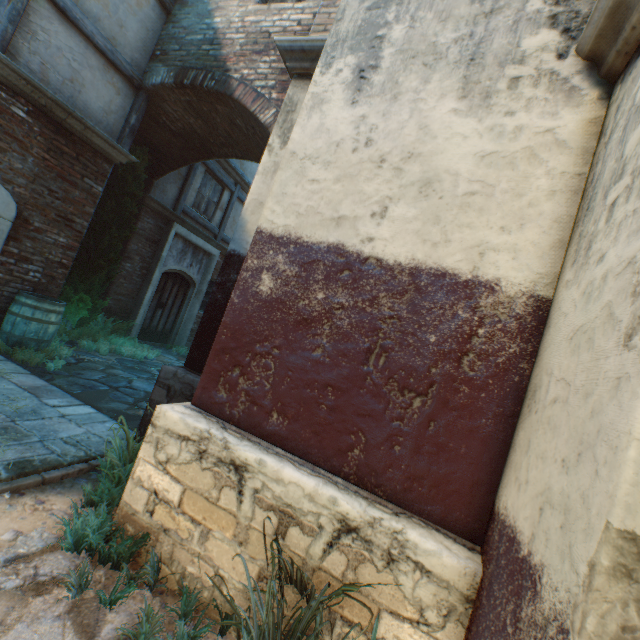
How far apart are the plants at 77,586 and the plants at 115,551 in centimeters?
38cm

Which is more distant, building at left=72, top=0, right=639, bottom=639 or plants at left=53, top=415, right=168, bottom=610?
plants at left=53, top=415, right=168, bottom=610

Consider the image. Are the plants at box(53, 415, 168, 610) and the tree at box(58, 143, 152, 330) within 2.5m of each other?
no

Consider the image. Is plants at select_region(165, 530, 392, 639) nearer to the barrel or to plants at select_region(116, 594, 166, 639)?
plants at select_region(116, 594, 166, 639)

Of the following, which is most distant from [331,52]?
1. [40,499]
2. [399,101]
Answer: [40,499]

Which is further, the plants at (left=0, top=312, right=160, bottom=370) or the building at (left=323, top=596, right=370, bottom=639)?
the plants at (left=0, top=312, right=160, bottom=370)

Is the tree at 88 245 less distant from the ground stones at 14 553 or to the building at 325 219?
the building at 325 219

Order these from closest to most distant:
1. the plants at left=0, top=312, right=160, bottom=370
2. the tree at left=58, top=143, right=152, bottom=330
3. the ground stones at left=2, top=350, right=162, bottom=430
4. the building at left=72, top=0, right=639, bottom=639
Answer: the building at left=72, top=0, right=639, bottom=639 → the ground stones at left=2, top=350, right=162, bottom=430 → the plants at left=0, top=312, right=160, bottom=370 → the tree at left=58, top=143, right=152, bottom=330
